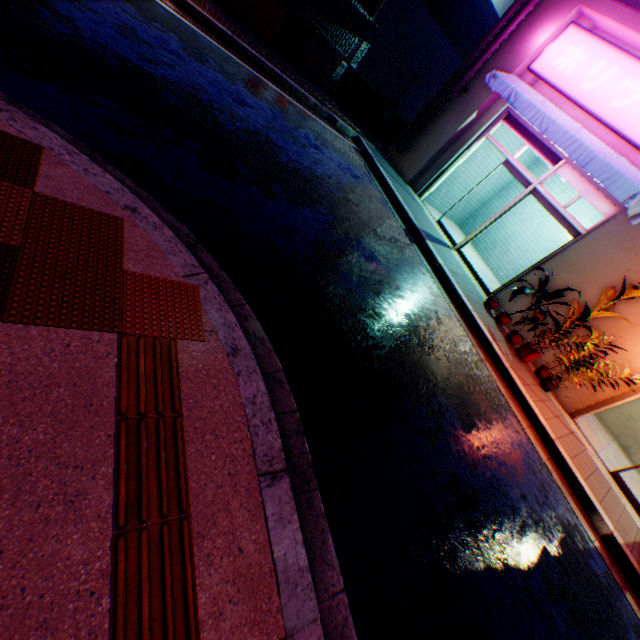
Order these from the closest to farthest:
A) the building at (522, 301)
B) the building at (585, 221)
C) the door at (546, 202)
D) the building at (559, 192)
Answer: the door at (546, 202) < the building at (522, 301) < the building at (585, 221) < the building at (559, 192)

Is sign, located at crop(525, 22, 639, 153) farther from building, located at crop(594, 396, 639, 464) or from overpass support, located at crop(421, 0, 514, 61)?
overpass support, located at crop(421, 0, 514, 61)

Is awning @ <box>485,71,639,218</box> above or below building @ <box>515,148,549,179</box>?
above

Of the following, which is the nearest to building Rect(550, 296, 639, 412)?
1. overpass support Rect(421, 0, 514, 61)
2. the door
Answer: Result: the door

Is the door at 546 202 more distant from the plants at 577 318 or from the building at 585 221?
the plants at 577 318

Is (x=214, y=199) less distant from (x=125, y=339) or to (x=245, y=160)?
(x=245, y=160)

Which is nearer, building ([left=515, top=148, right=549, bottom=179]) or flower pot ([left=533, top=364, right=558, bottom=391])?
flower pot ([left=533, top=364, right=558, bottom=391])

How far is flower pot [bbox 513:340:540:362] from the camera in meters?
6.9 m
